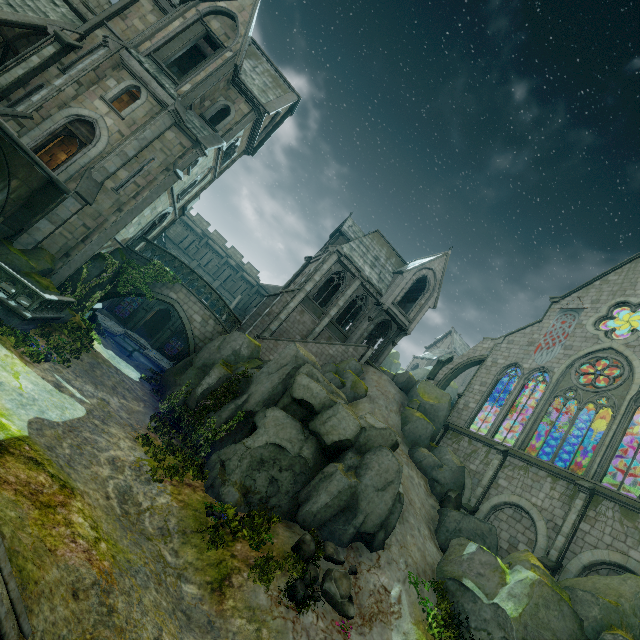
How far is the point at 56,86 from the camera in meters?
16.4

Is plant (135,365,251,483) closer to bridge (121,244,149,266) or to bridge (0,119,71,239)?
bridge (121,244,149,266)

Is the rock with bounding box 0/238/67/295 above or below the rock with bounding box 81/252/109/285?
below

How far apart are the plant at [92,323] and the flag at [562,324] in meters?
30.7

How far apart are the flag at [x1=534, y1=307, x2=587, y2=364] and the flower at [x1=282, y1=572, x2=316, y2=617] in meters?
22.8

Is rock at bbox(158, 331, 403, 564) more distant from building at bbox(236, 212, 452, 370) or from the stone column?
the stone column

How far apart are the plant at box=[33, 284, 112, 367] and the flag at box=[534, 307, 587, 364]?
30.70m

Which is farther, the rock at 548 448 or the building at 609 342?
the rock at 548 448
